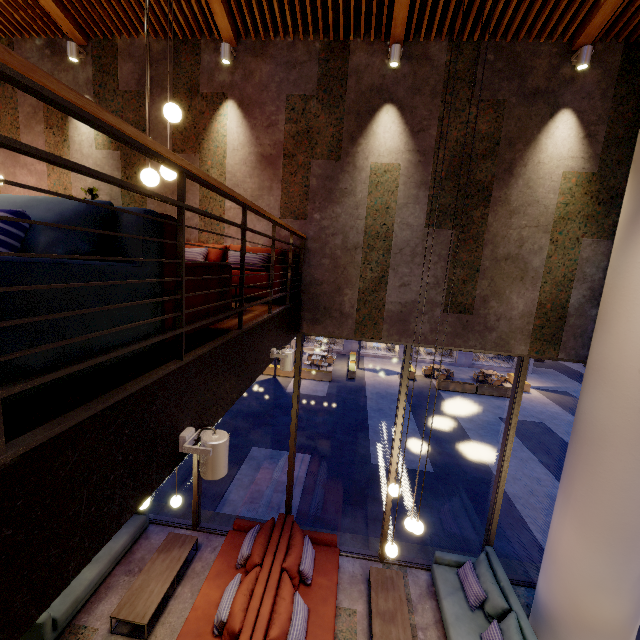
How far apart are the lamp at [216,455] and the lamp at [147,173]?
2.95m

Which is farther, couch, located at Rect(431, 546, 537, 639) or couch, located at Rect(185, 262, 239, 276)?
couch, located at Rect(431, 546, 537, 639)

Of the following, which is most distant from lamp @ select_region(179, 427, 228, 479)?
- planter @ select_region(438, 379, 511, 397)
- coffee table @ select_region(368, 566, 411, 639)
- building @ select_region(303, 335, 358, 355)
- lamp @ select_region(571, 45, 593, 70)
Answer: building @ select_region(303, 335, 358, 355)

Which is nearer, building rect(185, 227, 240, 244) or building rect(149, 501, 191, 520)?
building rect(185, 227, 240, 244)

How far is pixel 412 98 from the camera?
5.12m

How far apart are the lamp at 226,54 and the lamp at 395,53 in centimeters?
249cm

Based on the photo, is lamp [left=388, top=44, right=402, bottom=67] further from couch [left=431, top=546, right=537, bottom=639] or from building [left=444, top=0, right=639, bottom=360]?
couch [left=431, top=546, right=537, bottom=639]

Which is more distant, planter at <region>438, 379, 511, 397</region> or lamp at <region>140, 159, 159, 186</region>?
planter at <region>438, 379, 511, 397</region>
